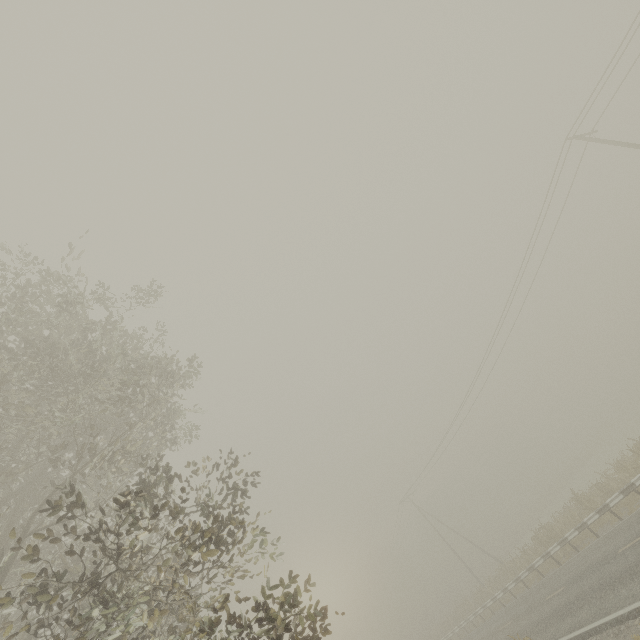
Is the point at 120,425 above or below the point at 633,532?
above
